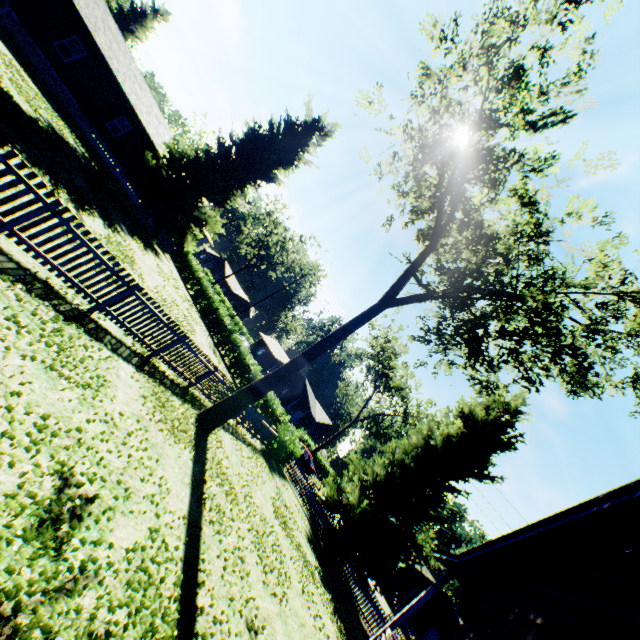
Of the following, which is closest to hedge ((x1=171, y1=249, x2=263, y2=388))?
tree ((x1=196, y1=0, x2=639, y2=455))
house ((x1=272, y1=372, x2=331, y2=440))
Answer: tree ((x1=196, y1=0, x2=639, y2=455))

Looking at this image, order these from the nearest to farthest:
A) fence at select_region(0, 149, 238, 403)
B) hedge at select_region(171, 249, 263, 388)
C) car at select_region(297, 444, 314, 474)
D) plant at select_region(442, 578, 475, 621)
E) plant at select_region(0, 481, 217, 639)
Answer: plant at select_region(0, 481, 217, 639)
fence at select_region(0, 149, 238, 403)
hedge at select_region(171, 249, 263, 388)
car at select_region(297, 444, 314, 474)
plant at select_region(442, 578, 475, 621)

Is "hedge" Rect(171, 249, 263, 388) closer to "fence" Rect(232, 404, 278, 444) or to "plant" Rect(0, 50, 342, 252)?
"fence" Rect(232, 404, 278, 444)

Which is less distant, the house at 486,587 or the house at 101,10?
the house at 486,587

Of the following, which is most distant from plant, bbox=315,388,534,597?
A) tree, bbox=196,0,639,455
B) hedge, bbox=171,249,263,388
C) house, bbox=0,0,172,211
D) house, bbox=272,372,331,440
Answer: house, bbox=272,372,331,440

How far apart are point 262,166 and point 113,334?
24.4m

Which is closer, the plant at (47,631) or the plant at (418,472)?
the plant at (47,631)

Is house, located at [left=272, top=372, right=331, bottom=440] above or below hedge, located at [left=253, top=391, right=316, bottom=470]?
above
